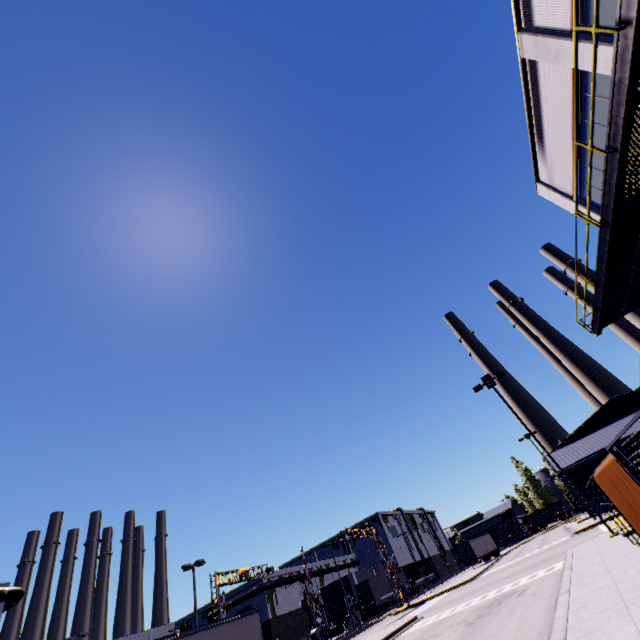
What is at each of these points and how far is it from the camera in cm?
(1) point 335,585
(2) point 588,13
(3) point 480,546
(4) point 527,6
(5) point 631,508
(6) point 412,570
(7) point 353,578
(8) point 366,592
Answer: (1) building, 5900
(2) building, 1001
(3) semi trailer, 5512
(4) building, 1145
(5) tarp, 637
(6) cargo container, 5650
(7) building, 5759
(8) cargo container door, 4516

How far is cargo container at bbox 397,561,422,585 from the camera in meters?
52.5

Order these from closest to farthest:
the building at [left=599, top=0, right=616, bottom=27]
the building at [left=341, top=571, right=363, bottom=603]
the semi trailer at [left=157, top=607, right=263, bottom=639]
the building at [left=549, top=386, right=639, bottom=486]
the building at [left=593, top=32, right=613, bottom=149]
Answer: the building at [left=599, top=0, right=616, bottom=27] → the building at [left=593, top=32, right=613, bottom=149] → the semi trailer at [left=157, top=607, right=263, bottom=639] → the building at [left=549, top=386, right=639, bottom=486] → the building at [left=341, top=571, right=363, bottom=603]

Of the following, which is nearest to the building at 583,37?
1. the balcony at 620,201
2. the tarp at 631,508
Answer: the balcony at 620,201

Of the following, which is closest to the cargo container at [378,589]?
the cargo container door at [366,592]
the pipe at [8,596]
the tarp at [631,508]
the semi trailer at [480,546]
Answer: the cargo container door at [366,592]

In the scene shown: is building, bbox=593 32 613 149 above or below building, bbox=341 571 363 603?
above

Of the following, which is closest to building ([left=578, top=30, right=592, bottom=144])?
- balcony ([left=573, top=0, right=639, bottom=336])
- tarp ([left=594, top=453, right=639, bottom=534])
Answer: balcony ([left=573, top=0, right=639, bottom=336])
